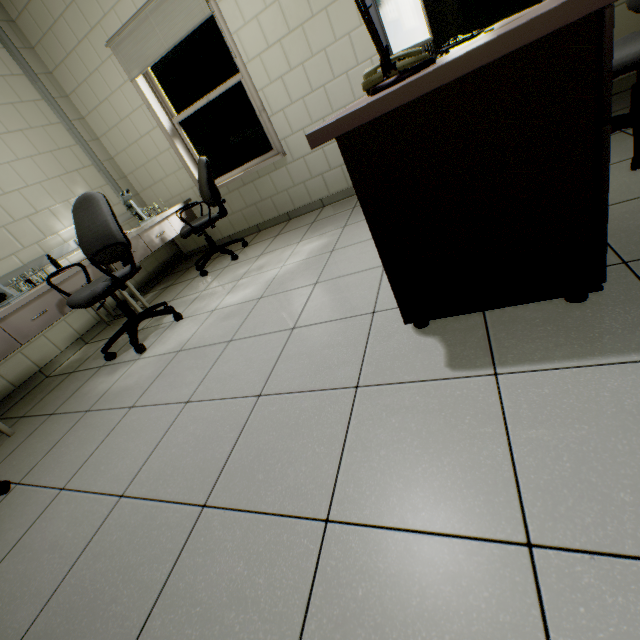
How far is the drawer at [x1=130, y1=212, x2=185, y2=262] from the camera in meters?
3.6 m

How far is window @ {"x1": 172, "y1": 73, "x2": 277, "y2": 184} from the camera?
3.6m

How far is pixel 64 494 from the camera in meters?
1.6

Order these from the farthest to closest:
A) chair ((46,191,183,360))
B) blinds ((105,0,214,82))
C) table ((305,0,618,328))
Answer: blinds ((105,0,214,82)) → chair ((46,191,183,360)) → table ((305,0,618,328))

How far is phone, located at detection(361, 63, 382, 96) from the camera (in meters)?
1.21

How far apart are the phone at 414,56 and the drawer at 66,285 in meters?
3.1

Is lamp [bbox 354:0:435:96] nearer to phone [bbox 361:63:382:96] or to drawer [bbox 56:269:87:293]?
phone [bbox 361:63:382:96]

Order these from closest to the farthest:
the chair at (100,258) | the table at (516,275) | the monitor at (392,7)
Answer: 1. the table at (516,275)
2. the monitor at (392,7)
3. the chair at (100,258)
